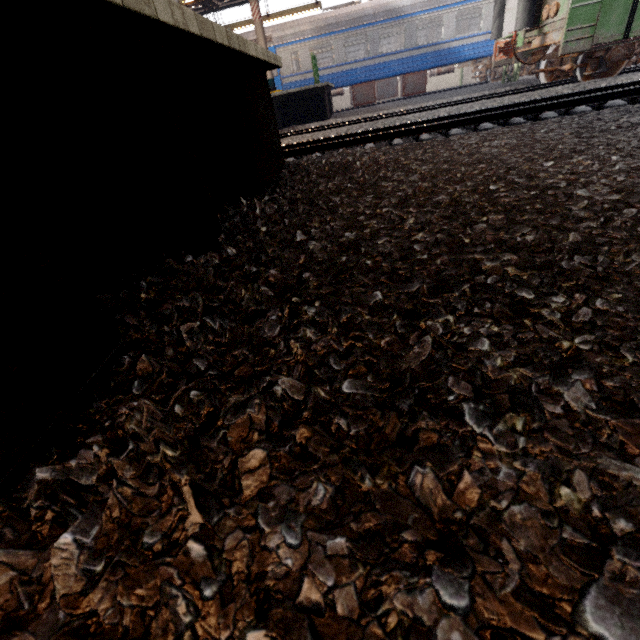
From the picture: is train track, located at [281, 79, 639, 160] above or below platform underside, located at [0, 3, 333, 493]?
below

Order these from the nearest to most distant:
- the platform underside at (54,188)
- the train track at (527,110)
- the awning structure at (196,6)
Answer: the platform underside at (54,188) → the train track at (527,110) → the awning structure at (196,6)

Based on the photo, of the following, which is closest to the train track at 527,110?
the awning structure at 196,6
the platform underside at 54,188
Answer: the platform underside at 54,188

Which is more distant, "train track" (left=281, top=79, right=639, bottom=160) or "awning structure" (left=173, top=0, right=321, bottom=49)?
"awning structure" (left=173, top=0, right=321, bottom=49)

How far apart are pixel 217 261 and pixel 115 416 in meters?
1.1

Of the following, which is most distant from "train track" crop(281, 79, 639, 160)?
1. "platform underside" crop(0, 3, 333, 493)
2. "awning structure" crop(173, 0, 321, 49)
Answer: "awning structure" crop(173, 0, 321, 49)
